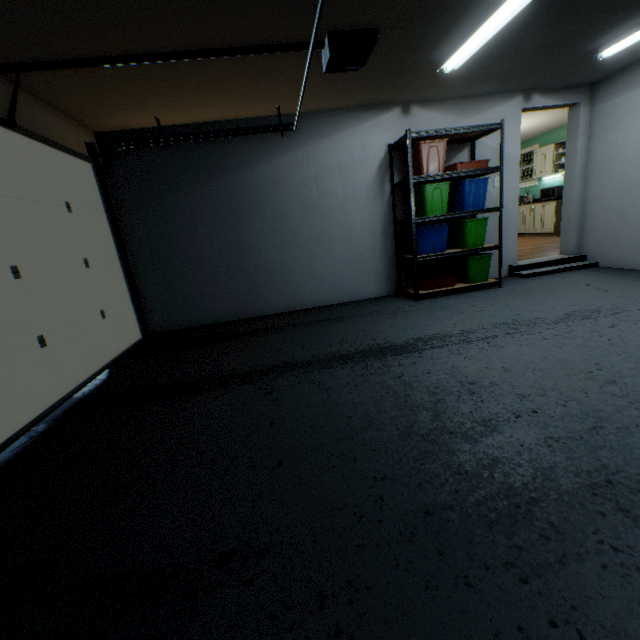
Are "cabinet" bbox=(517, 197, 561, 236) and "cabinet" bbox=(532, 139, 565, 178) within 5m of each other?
yes

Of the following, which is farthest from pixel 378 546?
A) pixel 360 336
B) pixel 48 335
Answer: pixel 48 335

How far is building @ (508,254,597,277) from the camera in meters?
4.6 m

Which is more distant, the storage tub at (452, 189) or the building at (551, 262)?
the building at (551, 262)

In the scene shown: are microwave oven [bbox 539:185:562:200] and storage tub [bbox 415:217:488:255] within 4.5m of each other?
no

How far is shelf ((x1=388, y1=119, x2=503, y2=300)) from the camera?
3.7 meters

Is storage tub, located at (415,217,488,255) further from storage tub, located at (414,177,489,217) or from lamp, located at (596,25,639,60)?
lamp, located at (596,25,639,60)

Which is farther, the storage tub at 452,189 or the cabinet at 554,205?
the cabinet at 554,205
